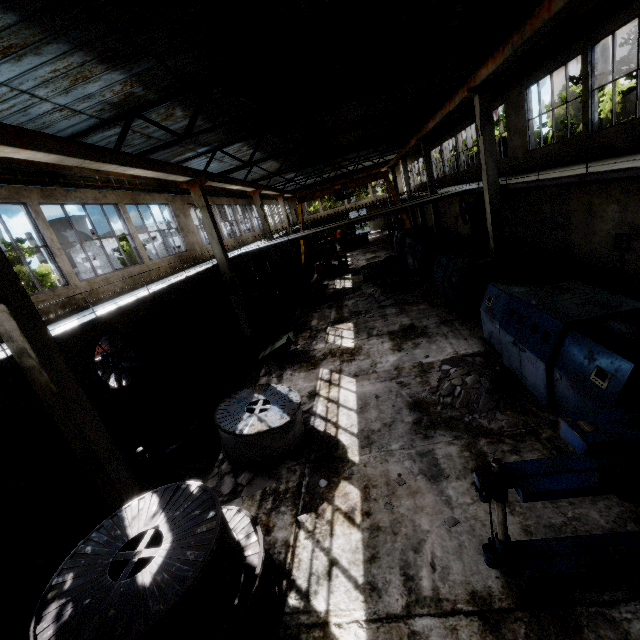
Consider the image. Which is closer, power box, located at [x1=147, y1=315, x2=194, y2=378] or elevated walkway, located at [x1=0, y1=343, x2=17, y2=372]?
elevated walkway, located at [x1=0, y1=343, x2=17, y2=372]

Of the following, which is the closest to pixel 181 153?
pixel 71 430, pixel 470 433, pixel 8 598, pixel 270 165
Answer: pixel 270 165

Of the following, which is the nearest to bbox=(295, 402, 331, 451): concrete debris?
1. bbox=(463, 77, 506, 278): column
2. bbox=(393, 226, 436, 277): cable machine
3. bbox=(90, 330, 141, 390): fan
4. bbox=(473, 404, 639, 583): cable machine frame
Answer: bbox=(473, 404, 639, 583): cable machine frame

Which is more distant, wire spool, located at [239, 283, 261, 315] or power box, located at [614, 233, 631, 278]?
wire spool, located at [239, 283, 261, 315]

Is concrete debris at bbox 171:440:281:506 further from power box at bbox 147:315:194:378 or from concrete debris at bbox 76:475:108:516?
power box at bbox 147:315:194:378

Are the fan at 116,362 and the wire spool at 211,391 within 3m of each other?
yes

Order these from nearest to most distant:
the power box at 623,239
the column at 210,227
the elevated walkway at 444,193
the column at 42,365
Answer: the column at 42,365, the power box at 623,239, the column at 210,227, the elevated walkway at 444,193

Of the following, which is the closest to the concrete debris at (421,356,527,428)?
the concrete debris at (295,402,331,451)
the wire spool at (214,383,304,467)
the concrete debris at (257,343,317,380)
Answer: the concrete debris at (295,402,331,451)
